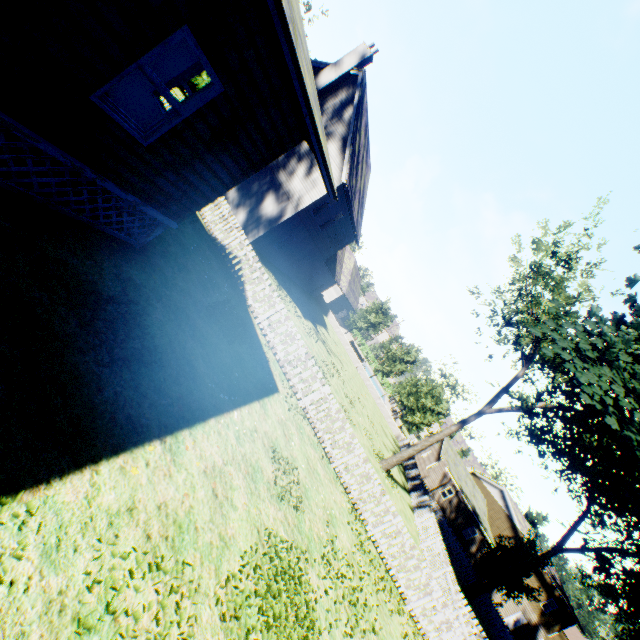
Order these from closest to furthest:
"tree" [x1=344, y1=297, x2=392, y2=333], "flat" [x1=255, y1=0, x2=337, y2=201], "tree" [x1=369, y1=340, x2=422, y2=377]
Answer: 1. "flat" [x1=255, y1=0, x2=337, y2=201]
2. "tree" [x1=369, y1=340, x2=422, y2=377]
3. "tree" [x1=344, y1=297, x2=392, y2=333]

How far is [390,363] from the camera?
40.25m

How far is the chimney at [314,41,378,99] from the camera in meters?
19.1

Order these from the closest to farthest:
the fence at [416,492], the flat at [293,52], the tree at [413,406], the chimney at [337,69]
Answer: the flat at [293,52]
the fence at [416,492]
the chimney at [337,69]
the tree at [413,406]

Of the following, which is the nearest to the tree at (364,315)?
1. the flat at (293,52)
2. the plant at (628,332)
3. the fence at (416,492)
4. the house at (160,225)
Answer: the fence at (416,492)

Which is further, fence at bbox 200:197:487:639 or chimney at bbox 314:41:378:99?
chimney at bbox 314:41:378:99

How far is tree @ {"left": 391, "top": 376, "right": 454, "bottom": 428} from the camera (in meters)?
38.44
